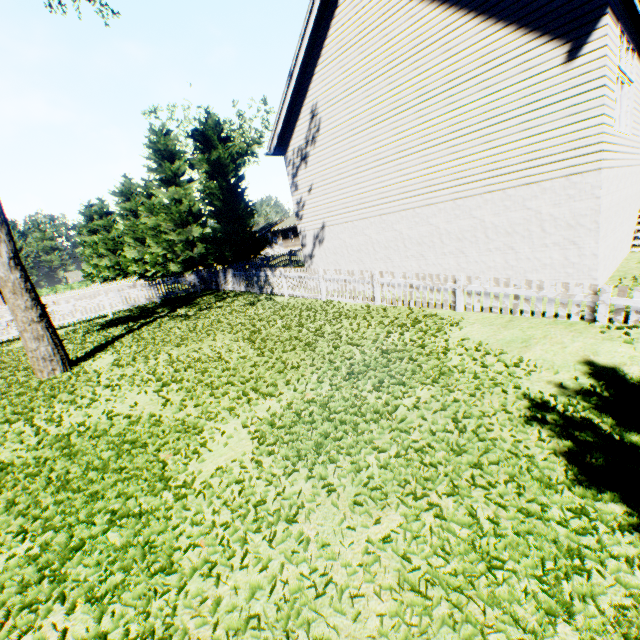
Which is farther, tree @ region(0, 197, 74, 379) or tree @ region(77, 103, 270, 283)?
tree @ region(77, 103, 270, 283)

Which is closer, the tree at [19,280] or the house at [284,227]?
the tree at [19,280]

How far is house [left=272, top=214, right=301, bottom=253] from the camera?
50.0m

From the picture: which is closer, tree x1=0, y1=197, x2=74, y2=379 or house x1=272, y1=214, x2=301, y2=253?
tree x1=0, y1=197, x2=74, y2=379

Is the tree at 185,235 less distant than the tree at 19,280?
No

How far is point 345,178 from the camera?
11.41m

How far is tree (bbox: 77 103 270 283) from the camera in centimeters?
2361cm
